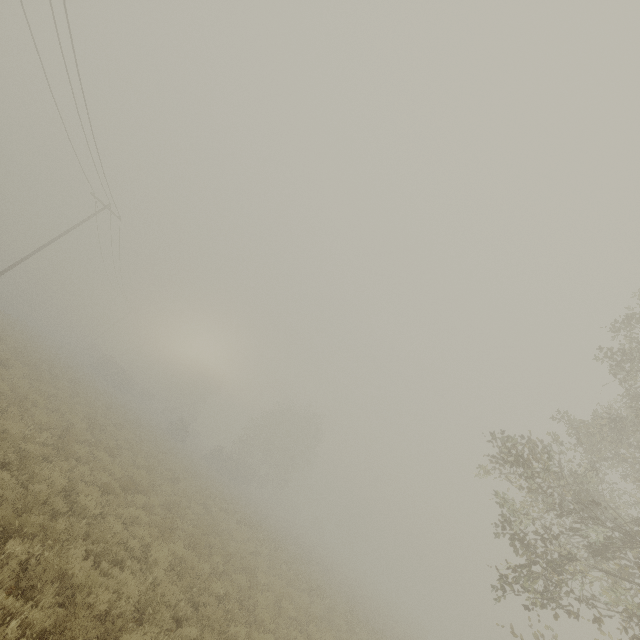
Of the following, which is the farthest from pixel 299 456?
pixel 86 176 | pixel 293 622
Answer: pixel 86 176
